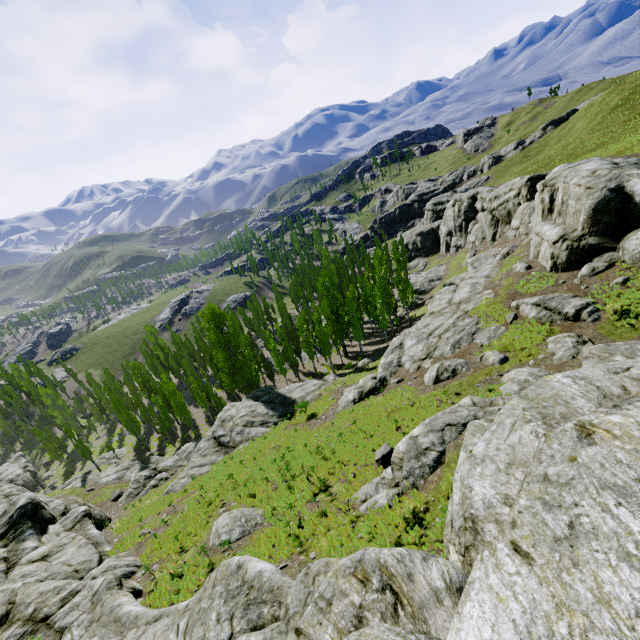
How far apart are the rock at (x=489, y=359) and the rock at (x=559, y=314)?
3.6 meters

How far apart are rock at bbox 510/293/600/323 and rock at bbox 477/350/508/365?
3.6m

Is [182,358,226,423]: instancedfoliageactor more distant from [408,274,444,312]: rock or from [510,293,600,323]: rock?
[510,293,600,323]: rock

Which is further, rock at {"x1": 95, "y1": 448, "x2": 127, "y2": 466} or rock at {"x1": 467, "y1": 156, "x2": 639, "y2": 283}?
rock at {"x1": 95, "y1": 448, "x2": 127, "y2": 466}

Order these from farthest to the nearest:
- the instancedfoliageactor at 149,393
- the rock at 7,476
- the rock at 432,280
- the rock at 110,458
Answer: the rock at 432,280 → the rock at 110,458 → the instancedfoliageactor at 149,393 → the rock at 7,476

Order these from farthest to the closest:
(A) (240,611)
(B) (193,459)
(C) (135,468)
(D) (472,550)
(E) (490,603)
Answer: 1. (C) (135,468)
2. (B) (193,459)
3. (A) (240,611)
4. (D) (472,550)
5. (E) (490,603)

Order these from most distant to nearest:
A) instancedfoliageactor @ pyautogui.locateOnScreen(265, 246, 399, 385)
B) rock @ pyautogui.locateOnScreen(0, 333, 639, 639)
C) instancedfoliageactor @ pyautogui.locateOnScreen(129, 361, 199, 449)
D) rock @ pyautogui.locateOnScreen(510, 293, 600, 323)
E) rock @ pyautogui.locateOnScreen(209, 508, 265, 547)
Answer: instancedfoliageactor @ pyautogui.locateOnScreen(129, 361, 199, 449), instancedfoliageactor @ pyautogui.locateOnScreen(265, 246, 399, 385), rock @ pyautogui.locateOnScreen(510, 293, 600, 323), rock @ pyautogui.locateOnScreen(209, 508, 265, 547), rock @ pyautogui.locateOnScreen(0, 333, 639, 639)

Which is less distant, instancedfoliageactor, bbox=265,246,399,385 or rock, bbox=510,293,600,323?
rock, bbox=510,293,600,323
